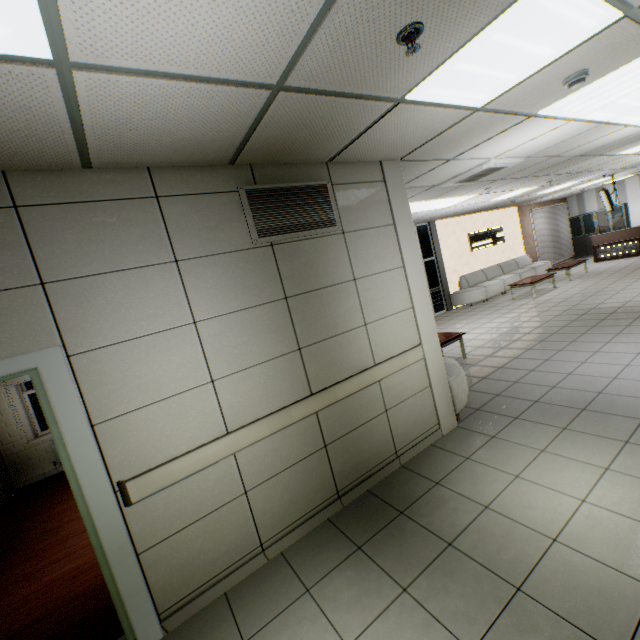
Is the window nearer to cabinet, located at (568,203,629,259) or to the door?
the door

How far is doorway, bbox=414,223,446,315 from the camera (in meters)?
11.24

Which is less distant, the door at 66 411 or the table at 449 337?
the door at 66 411

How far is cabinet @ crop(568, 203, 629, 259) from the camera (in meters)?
15.10

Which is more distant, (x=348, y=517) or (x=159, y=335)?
(x=348, y=517)

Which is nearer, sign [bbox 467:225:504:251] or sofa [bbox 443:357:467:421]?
sofa [bbox 443:357:467:421]

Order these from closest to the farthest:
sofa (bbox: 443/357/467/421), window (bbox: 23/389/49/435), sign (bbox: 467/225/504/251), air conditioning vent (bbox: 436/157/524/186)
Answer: sofa (bbox: 443/357/467/421) → air conditioning vent (bbox: 436/157/524/186) → window (bbox: 23/389/49/435) → sign (bbox: 467/225/504/251)

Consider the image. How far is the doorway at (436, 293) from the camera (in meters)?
11.24
